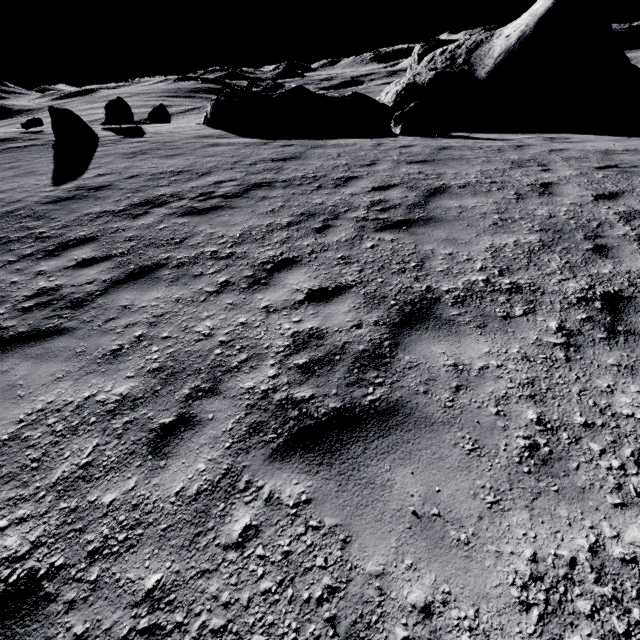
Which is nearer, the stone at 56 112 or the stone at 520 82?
the stone at 56 112

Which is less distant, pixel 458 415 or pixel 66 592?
pixel 66 592

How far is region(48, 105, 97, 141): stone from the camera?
12.98m

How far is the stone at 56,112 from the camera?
12.98m

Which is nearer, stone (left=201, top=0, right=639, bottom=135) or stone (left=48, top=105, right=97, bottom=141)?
stone (left=48, top=105, right=97, bottom=141)
